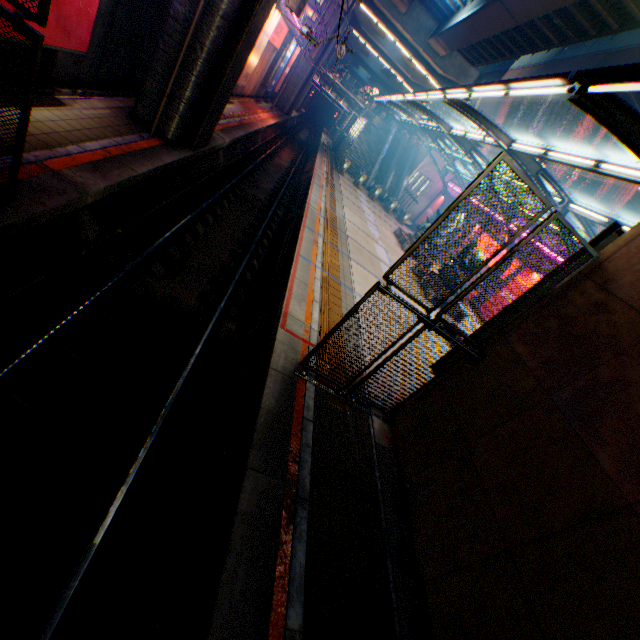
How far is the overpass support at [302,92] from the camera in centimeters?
3503cm

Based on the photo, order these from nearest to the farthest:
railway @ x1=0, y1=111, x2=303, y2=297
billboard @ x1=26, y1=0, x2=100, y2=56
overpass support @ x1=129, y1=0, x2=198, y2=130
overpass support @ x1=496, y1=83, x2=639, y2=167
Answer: railway @ x1=0, y1=111, x2=303, y2=297, billboard @ x1=26, y1=0, x2=100, y2=56, overpass support @ x1=129, y1=0, x2=198, y2=130, overpass support @ x1=496, y1=83, x2=639, y2=167

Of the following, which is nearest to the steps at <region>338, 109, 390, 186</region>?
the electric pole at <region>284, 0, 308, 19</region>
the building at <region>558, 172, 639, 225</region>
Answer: the electric pole at <region>284, 0, 308, 19</region>

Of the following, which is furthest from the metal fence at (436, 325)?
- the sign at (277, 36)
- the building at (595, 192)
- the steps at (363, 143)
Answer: the building at (595, 192)

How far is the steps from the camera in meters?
36.0 m

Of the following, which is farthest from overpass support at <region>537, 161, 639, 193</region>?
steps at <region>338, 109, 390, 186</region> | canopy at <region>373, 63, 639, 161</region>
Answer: steps at <region>338, 109, 390, 186</region>

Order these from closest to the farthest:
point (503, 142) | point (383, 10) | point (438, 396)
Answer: point (438, 396)
point (503, 142)
point (383, 10)

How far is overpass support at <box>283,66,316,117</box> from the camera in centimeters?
3503cm
